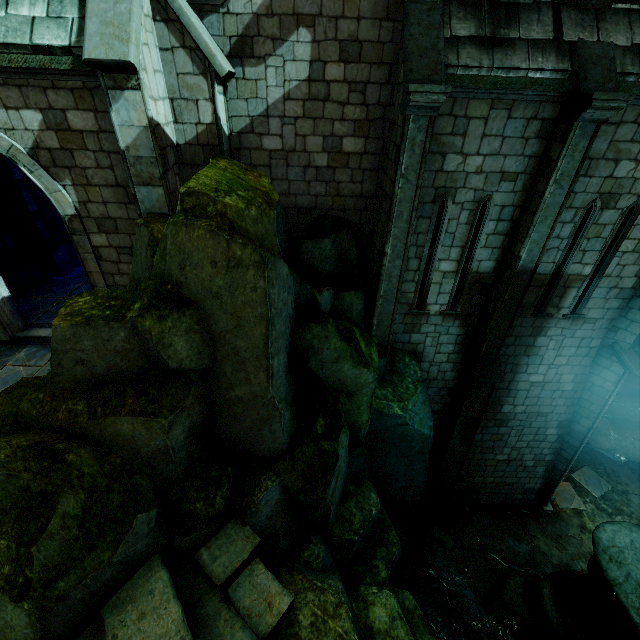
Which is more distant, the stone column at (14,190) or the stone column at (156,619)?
the stone column at (14,190)

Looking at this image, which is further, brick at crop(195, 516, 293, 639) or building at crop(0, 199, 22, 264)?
building at crop(0, 199, 22, 264)

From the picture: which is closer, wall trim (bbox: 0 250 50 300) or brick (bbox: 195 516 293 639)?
brick (bbox: 195 516 293 639)

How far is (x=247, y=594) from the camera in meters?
4.7 m

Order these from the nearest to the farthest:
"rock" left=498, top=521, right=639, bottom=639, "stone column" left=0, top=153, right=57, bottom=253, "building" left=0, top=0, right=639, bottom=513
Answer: "building" left=0, top=0, right=639, bottom=513 < "rock" left=498, top=521, right=639, bottom=639 < "stone column" left=0, top=153, right=57, bottom=253

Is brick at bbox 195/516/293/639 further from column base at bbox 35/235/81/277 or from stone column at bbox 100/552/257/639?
column base at bbox 35/235/81/277

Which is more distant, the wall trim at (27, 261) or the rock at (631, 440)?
the rock at (631, 440)

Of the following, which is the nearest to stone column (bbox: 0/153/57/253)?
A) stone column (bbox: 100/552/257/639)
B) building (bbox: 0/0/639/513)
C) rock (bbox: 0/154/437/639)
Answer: building (bbox: 0/0/639/513)
